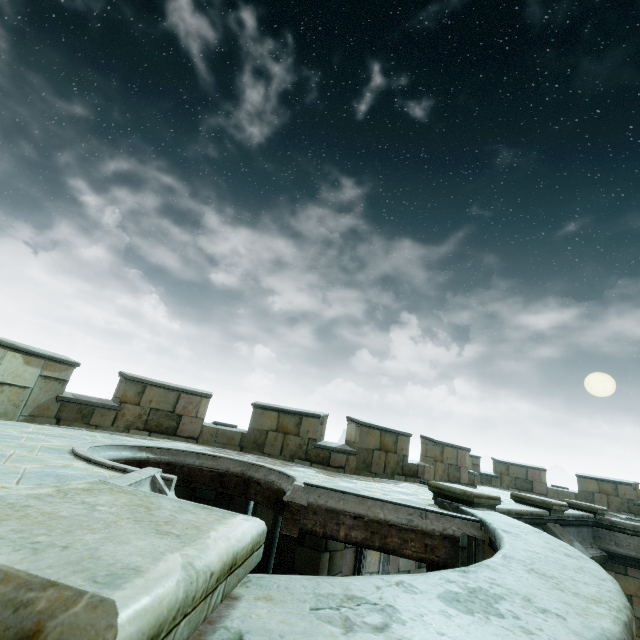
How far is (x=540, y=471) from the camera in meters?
17.4 m

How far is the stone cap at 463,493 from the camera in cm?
559

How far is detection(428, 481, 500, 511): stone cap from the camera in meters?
5.6

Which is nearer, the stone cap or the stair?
the stair

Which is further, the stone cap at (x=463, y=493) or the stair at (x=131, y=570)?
the stone cap at (x=463, y=493)
